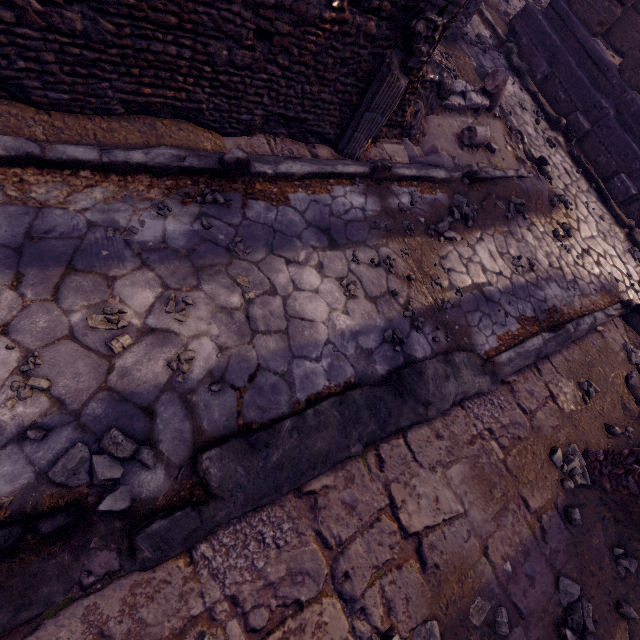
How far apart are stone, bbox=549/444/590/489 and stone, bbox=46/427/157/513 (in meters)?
3.55

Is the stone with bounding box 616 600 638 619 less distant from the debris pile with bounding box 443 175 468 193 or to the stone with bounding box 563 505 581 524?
the stone with bounding box 563 505 581 524

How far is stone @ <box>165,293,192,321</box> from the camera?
2.3 meters

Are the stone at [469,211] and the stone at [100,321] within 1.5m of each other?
no

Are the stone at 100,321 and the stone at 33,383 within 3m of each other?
yes

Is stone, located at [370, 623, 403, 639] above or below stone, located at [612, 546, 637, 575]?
below

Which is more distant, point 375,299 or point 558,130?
point 558,130

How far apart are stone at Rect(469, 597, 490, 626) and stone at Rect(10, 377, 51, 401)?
3.2 meters
